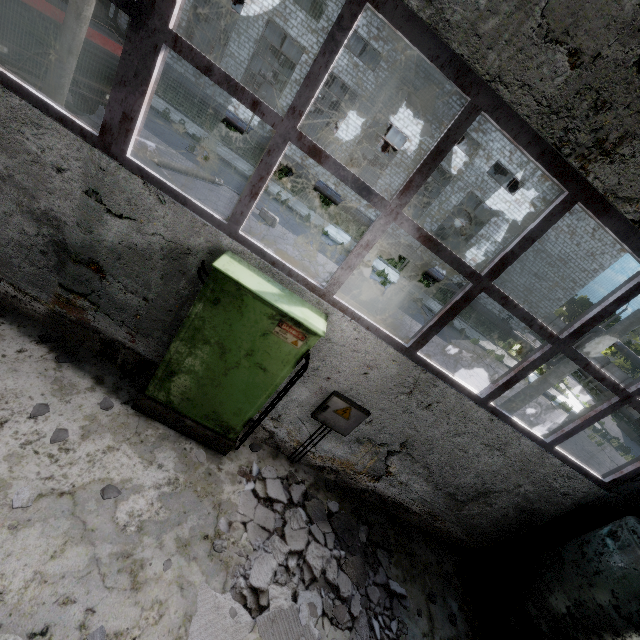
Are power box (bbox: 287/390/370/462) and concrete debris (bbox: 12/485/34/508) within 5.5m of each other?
yes

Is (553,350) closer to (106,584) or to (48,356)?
(106,584)

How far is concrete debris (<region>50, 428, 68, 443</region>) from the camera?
3.47m

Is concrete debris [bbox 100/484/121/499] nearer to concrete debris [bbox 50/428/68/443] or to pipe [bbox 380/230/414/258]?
concrete debris [bbox 50/428/68/443]

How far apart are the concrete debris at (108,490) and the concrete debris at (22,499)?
0.5 meters

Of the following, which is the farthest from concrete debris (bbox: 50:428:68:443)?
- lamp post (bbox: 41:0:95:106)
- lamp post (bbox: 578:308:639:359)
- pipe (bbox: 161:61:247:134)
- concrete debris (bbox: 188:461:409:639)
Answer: pipe (bbox: 161:61:247:134)

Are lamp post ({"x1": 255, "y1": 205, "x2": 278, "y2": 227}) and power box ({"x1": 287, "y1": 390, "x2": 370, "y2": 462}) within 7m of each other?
no

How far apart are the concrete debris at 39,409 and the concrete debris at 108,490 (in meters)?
1.10
